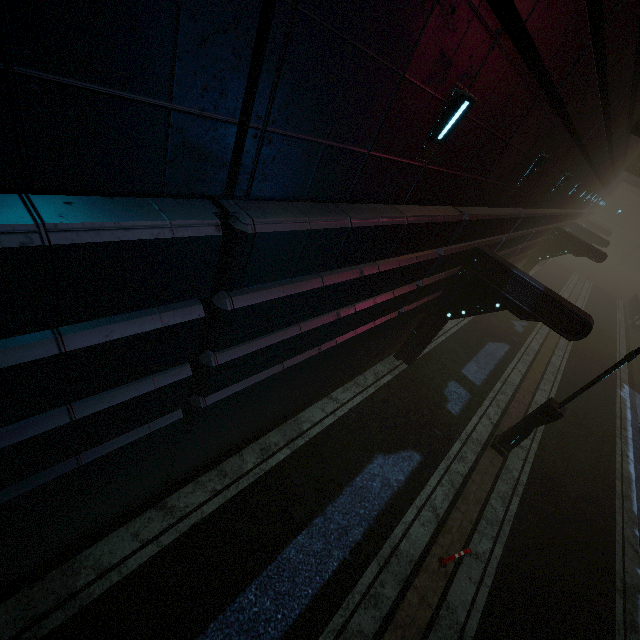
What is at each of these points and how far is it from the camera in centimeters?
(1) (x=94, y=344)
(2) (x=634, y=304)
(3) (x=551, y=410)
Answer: (1) building, 256cm
(2) building, 3406cm
(3) street light, 921cm

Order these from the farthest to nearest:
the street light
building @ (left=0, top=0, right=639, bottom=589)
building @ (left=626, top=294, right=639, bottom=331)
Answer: building @ (left=626, top=294, right=639, bottom=331), the street light, building @ (left=0, top=0, right=639, bottom=589)

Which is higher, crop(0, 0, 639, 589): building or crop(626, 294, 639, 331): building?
crop(0, 0, 639, 589): building

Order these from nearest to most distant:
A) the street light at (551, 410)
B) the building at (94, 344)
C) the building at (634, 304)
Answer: the building at (94, 344) < the street light at (551, 410) < the building at (634, 304)

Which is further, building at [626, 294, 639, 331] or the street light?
building at [626, 294, 639, 331]

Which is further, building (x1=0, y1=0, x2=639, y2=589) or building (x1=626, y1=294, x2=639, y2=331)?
building (x1=626, y1=294, x2=639, y2=331)

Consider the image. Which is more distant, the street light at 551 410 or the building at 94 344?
the street light at 551 410
